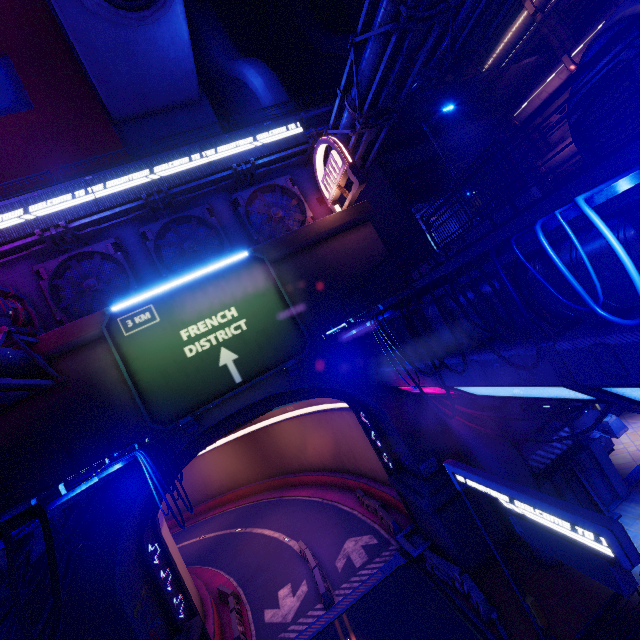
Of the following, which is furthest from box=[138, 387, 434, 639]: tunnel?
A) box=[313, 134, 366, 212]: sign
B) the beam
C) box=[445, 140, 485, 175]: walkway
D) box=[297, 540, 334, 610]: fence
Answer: box=[445, 140, 485, 175]: walkway

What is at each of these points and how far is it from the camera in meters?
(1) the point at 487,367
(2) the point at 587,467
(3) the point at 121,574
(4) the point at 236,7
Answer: (1) walkway, 8.8
(2) pillar, 14.7
(3) wall arch, 13.1
(4) building, 37.7

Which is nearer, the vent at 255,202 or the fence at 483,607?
the fence at 483,607

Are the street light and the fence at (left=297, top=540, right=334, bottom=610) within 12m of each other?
no

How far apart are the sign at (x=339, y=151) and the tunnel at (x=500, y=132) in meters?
18.4 m

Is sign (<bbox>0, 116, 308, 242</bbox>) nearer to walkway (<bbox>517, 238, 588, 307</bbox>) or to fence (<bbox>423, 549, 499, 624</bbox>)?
walkway (<bbox>517, 238, 588, 307</bbox>)

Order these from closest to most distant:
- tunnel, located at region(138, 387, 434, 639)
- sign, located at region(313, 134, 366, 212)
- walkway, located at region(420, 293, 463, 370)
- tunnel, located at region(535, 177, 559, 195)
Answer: walkway, located at region(420, 293, 463, 370), sign, located at region(313, 134, 366, 212), tunnel, located at region(138, 387, 434, 639), tunnel, located at region(535, 177, 559, 195)

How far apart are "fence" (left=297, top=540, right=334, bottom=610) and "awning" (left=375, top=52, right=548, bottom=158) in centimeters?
3018cm
